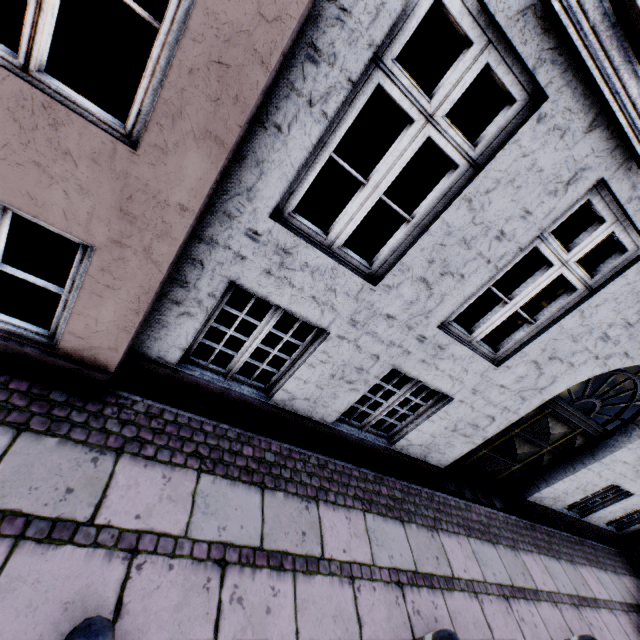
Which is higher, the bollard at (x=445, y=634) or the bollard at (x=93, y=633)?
the bollard at (x=93, y=633)

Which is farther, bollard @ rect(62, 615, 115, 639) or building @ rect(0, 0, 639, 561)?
building @ rect(0, 0, 639, 561)

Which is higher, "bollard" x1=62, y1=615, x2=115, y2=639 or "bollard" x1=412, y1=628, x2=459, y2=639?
"bollard" x1=62, y1=615, x2=115, y2=639

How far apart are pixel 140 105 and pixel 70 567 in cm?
277

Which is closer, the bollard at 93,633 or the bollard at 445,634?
the bollard at 93,633

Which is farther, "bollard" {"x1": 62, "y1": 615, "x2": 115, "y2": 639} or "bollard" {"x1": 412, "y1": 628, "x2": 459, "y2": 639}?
"bollard" {"x1": 412, "y1": 628, "x2": 459, "y2": 639}
